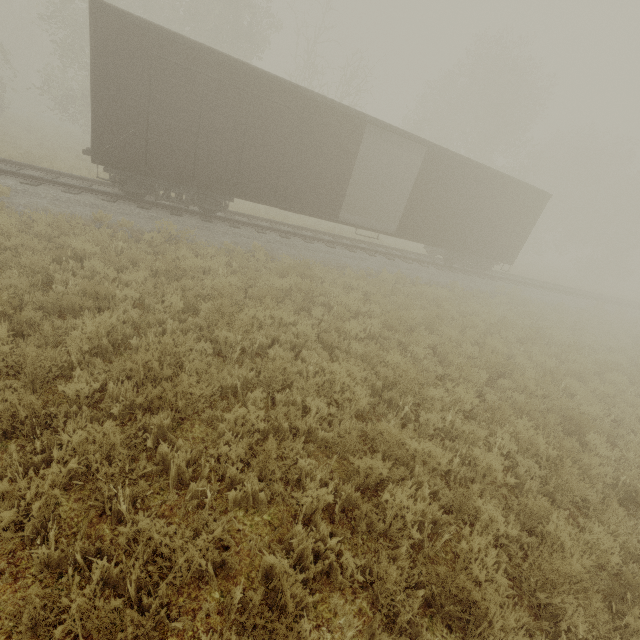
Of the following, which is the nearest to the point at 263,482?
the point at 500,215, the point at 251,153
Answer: the point at 251,153
